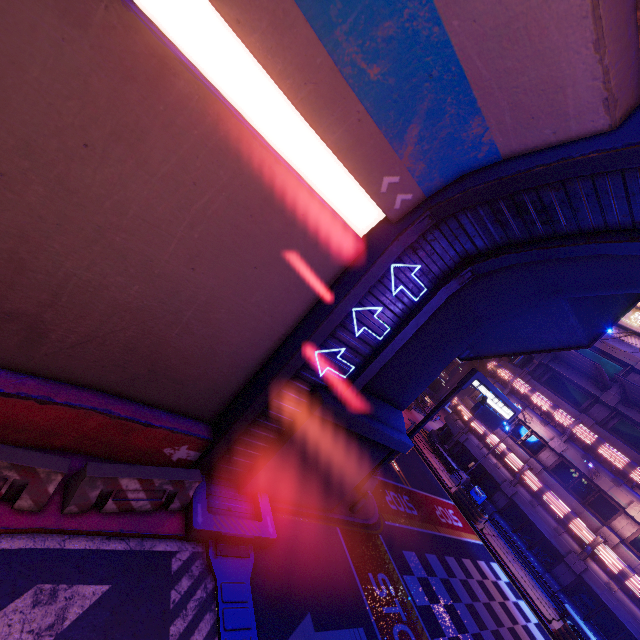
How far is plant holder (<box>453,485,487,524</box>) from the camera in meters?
20.7 m

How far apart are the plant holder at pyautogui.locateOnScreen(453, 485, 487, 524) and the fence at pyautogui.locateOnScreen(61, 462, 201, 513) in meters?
20.3

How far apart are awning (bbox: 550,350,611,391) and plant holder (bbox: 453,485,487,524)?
11.5 meters

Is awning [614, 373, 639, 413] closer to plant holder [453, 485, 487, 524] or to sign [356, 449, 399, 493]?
sign [356, 449, 399, 493]

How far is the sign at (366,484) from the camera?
14.0m

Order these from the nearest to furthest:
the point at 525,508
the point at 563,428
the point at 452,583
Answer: the point at 452,583, the point at 525,508, the point at 563,428

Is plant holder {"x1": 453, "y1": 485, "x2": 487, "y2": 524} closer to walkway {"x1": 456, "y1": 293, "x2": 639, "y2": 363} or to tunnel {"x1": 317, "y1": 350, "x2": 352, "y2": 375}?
walkway {"x1": 456, "y1": 293, "x2": 639, "y2": 363}

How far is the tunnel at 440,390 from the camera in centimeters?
5862cm
